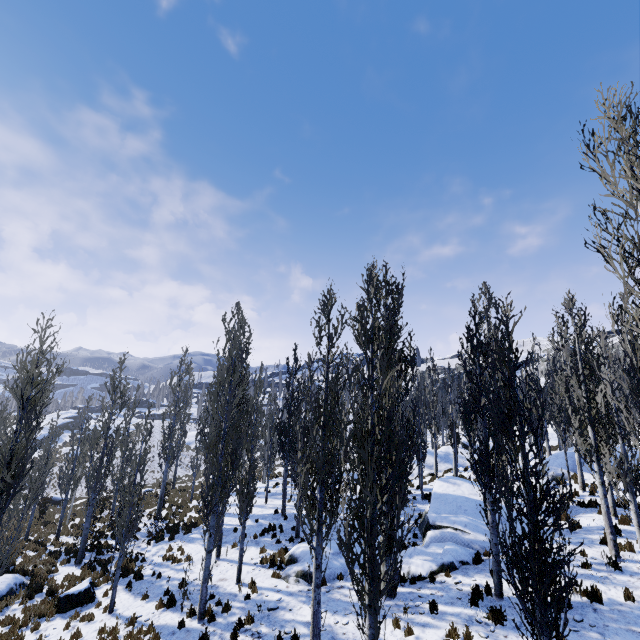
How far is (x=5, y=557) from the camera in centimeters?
870cm

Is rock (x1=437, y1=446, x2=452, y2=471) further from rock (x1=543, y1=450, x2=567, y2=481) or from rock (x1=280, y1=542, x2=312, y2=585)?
rock (x1=280, y1=542, x2=312, y2=585)

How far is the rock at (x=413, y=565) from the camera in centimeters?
1168cm

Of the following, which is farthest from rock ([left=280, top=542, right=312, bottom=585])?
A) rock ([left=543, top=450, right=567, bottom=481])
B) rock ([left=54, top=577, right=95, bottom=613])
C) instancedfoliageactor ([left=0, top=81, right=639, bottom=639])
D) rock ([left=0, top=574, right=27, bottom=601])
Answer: rock ([left=543, top=450, right=567, bottom=481])

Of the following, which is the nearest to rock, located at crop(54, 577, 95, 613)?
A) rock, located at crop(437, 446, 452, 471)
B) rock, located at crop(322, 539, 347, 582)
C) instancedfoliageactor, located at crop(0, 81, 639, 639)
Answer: instancedfoliageactor, located at crop(0, 81, 639, 639)

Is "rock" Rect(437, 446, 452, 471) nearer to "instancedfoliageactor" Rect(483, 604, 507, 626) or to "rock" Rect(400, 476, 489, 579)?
"instancedfoliageactor" Rect(483, 604, 507, 626)

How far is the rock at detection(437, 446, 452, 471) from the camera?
28.0 meters

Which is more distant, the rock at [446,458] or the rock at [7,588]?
the rock at [446,458]
